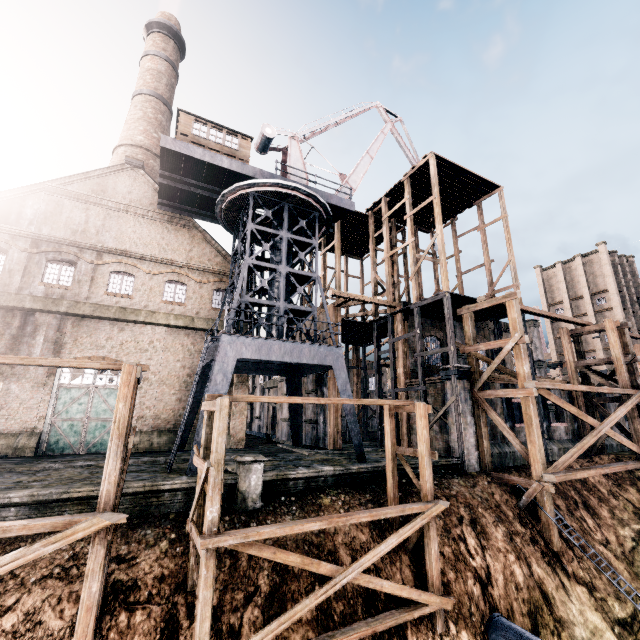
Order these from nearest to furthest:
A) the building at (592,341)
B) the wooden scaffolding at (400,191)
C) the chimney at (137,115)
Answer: the wooden scaffolding at (400,191) < the chimney at (137,115) < the building at (592,341)

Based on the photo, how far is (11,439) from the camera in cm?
1925

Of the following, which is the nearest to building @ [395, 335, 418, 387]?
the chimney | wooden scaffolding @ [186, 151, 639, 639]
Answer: wooden scaffolding @ [186, 151, 639, 639]

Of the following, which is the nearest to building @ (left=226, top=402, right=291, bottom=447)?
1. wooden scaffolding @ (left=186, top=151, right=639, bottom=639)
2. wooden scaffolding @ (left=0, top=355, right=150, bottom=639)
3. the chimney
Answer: wooden scaffolding @ (left=186, top=151, right=639, bottom=639)

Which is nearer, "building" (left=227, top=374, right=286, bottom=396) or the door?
the door

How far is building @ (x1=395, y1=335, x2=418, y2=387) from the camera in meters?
25.3 m

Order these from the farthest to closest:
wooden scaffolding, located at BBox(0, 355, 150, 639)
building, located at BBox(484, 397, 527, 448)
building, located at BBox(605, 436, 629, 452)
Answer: building, located at BBox(605, 436, 629, 452) < building, located at BBox(484, 397, 527, 448) < wooden scaffolding, located at BBox(0, 355, 150, 639)

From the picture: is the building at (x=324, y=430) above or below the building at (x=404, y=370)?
below
